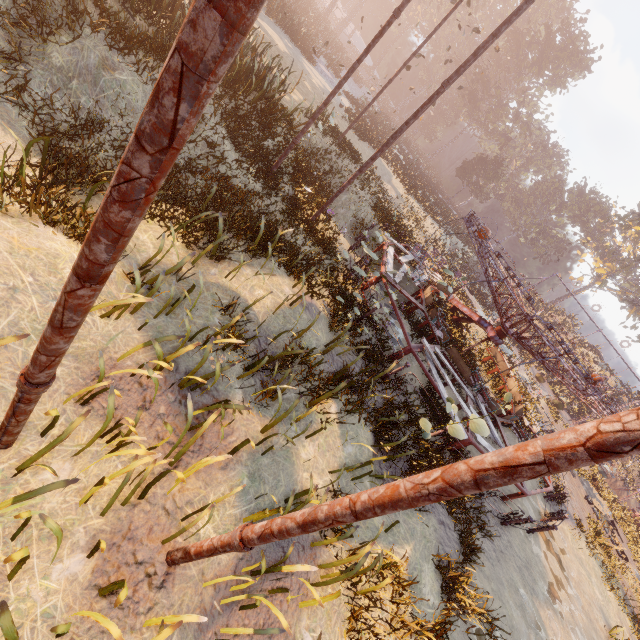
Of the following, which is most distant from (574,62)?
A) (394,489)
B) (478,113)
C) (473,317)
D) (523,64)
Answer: (394,489)

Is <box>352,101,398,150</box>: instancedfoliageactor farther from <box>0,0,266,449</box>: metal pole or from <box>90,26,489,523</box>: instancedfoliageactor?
<box>90,26,489,523</box>: instancedfoliageactor

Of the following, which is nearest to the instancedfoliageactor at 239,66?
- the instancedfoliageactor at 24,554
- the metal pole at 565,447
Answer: the metal pole at 565,447

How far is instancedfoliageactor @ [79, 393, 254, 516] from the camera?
3.2 meters

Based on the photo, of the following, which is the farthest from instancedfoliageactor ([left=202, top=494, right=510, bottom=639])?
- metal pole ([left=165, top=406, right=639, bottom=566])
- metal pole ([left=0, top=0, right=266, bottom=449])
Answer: metal pole ([left=0, top=0, right=266, bottom=449])

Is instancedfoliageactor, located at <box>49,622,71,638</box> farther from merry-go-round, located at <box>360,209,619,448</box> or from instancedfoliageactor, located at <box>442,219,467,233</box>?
instancedfoliageactor, located at <box>442,219,467,233</box>

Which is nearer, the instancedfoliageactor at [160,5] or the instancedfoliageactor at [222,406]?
the instancedfoliageactor at [222,406]
